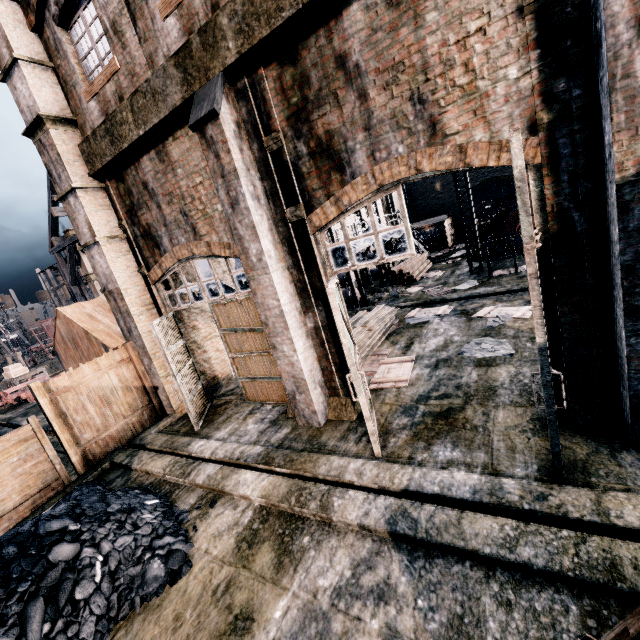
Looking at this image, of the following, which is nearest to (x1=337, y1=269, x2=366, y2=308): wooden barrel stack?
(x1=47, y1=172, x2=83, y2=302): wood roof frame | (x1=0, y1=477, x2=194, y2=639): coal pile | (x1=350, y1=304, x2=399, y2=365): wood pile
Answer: (x1=350, y1=304, x2=399, y2=365): wood pile

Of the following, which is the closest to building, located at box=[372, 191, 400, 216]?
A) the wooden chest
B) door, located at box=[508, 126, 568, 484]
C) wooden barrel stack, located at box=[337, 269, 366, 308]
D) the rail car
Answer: door, located at box=[508, 126, 568, 484]

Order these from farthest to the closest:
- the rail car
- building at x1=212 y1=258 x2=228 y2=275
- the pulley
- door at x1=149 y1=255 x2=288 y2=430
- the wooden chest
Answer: the rail car, the wooden chest, the pulley, building at x1=212 y1=258 x2=228 y2=275, door at x1=149 y1=255 x2=288 y2=430

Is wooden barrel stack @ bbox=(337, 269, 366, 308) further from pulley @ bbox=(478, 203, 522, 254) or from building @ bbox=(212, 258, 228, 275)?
pulley @ bbox=(478, 203, 522, 254)

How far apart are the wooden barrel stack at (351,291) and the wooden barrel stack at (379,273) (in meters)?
4.53

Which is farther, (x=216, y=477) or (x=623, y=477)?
(x=216, y=477)

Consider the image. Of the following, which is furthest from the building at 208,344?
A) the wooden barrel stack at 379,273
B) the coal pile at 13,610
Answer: the coal pile at 13,610

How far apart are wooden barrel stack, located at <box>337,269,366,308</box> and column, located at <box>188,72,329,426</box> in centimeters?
1013cm
